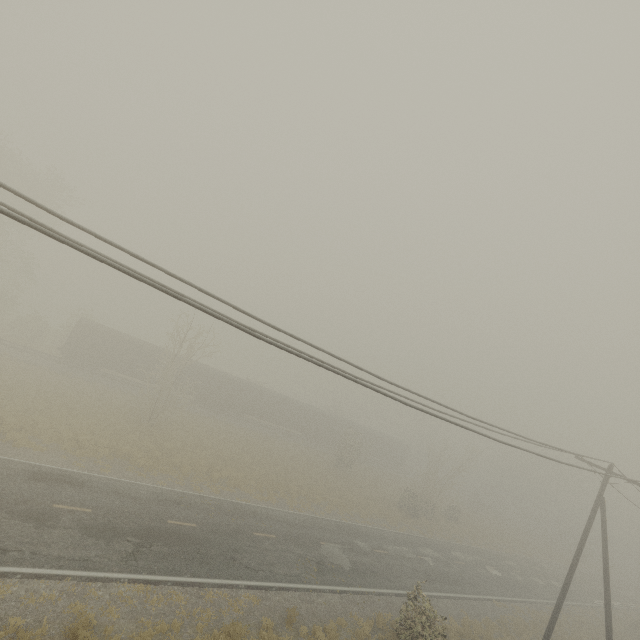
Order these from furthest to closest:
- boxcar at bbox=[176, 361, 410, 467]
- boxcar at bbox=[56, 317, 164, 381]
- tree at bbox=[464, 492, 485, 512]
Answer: tree at bbox=[464, 492, 485, 512] < boxcar at bbox=[176, 361, 410, 467] < boxcar at bbox=[56, 317, 164, 381]

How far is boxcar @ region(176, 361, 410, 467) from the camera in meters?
39.4

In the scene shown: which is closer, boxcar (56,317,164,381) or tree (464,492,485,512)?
boxcar (56,317,164,381)

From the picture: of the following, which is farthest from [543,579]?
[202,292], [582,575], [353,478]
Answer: [202,292]

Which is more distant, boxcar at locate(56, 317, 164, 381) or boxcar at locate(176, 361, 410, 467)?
boxcar at locate(176, 361, 410, 467)

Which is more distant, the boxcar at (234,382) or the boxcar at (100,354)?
the boxcar at (234,382)

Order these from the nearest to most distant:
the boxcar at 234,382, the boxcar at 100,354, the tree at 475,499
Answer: the boxcar at 100,354, the boxcar at 234,382, the tree at 475,499
